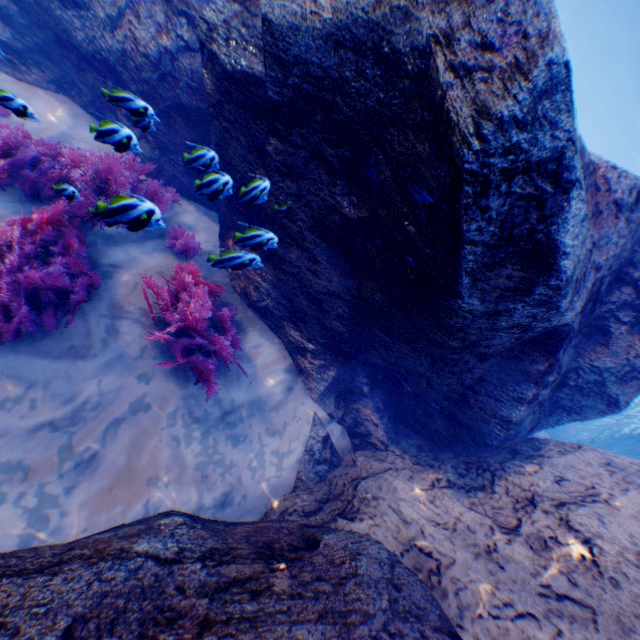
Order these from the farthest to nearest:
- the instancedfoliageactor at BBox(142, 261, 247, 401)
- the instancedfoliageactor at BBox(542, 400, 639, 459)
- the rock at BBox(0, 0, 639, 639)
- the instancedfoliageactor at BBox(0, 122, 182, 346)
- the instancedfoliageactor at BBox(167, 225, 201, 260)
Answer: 1. the instancedfoliageactor at BBox(542, 400, 639, 459)
2. the instancedfoliageactor at BBox(167, 225, 201, 260)
3. the instancedfoliageactor at BBox(142, 261, 247, 401)
4. the instancedfoliageactor at BBox(0, 122, 182, 346)
5. the rock at BBox(0, 0, 639, 639)

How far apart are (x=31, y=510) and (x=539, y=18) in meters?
5.6

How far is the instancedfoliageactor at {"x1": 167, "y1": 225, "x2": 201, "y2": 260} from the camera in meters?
4.2

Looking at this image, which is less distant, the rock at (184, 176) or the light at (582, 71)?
the rock at (184, 176)

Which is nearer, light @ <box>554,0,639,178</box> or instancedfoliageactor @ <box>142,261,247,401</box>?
instancedfoliageactor @ <box>142,261,247,401</box>

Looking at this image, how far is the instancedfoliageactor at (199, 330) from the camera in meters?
3.6 m

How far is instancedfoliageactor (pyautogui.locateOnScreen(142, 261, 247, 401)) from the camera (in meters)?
3.61

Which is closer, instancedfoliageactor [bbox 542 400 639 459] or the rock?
the rock
